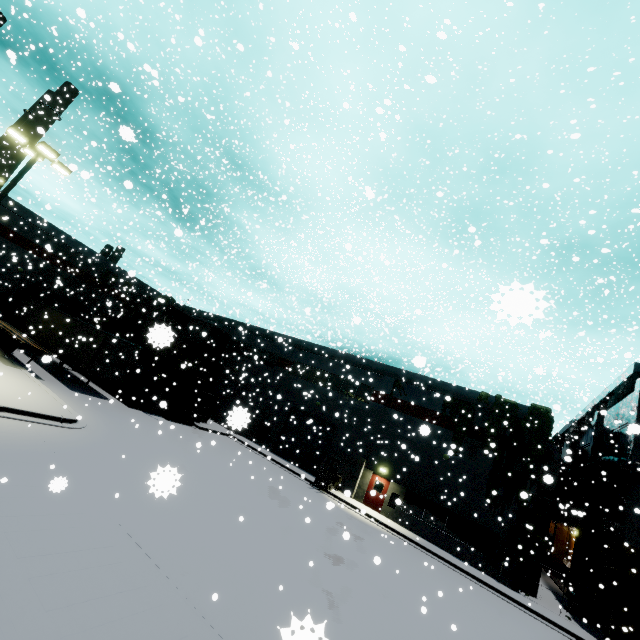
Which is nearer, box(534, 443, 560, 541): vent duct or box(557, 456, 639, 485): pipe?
box(557, 456, 639, 485): pipe

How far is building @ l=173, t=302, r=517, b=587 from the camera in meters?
20.7 m

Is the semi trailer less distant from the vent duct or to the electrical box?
the vent duct

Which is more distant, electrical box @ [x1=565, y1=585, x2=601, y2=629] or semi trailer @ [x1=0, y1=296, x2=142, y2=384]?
semi trailer @ [x1=0, y1=296, x2=142, y2=384]

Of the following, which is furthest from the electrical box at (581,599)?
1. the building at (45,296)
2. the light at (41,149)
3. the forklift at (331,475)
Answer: the light at (41,149)

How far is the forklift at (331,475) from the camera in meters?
23.3

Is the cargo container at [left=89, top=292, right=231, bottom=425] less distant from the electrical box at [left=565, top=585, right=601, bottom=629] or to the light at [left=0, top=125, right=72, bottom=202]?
the light at [left=0, top=125, right=72, bottom=202]

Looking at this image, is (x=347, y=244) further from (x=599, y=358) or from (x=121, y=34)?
(x=599, y=358)
